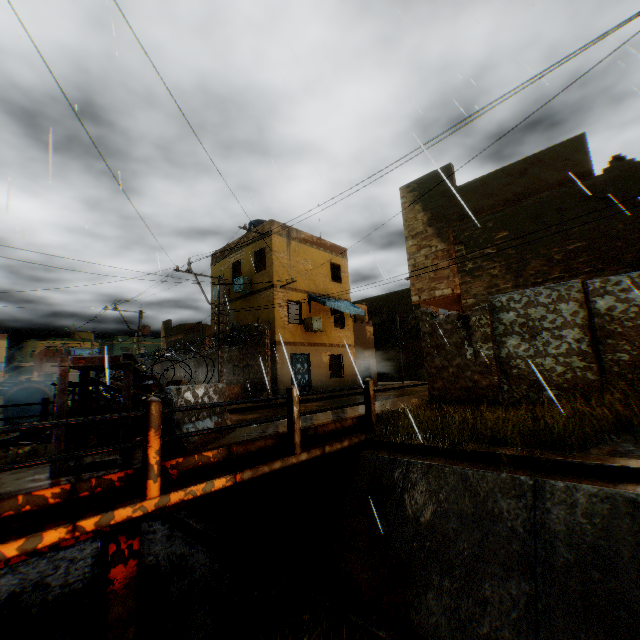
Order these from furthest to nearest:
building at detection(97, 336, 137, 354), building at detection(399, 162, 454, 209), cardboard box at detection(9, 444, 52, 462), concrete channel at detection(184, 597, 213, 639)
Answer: building at detection(97, 336, 137, 354)
building at detection(399, 162, 454, 209)
cardboard box at detection(9, 444, 52, 462)
concrete channel at detection(184, 597, 213, 639)

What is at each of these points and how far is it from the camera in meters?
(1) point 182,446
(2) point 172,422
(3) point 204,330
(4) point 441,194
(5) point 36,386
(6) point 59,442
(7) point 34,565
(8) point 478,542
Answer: (1) concrete block, 5.0 m
(2) concrete block, 5.1 m
(3) building, 29.3 m
(4) building, 12.0 m
(5) water pipe, 32.5 m
(6) steel platform, 4.3 m
(7) concrete channel, 7.9 m
(8) concrete channel, 4.9 m

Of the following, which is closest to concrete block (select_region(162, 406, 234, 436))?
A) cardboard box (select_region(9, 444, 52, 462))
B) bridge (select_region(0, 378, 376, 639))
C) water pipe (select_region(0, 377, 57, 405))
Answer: bridge (select_region(0, 378, 376, 639))

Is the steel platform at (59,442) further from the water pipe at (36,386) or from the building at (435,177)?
the water pipe at (36,386)

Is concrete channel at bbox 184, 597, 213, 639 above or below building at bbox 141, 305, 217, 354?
below

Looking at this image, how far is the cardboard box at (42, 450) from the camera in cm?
599

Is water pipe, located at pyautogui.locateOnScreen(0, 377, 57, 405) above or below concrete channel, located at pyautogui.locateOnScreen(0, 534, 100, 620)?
above

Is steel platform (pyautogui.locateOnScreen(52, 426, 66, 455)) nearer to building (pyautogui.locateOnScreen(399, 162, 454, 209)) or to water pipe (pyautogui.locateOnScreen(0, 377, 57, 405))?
building (pyautogui.locateOnScreen(399, 162, 454, 209))
